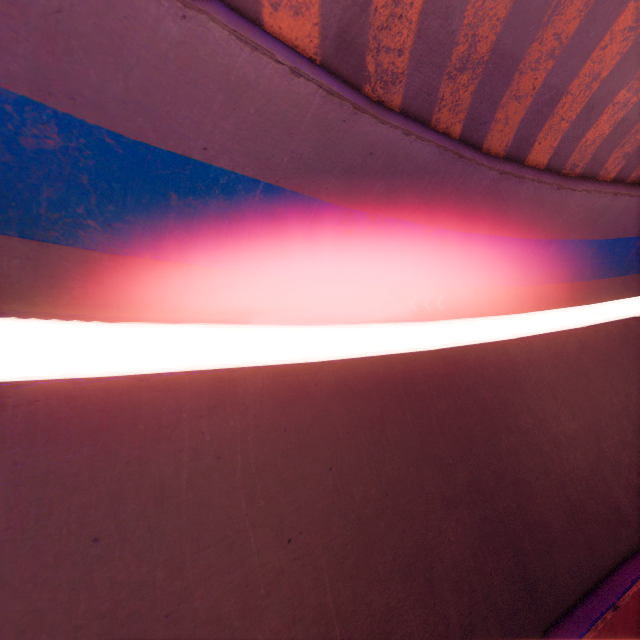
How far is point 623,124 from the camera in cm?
837
